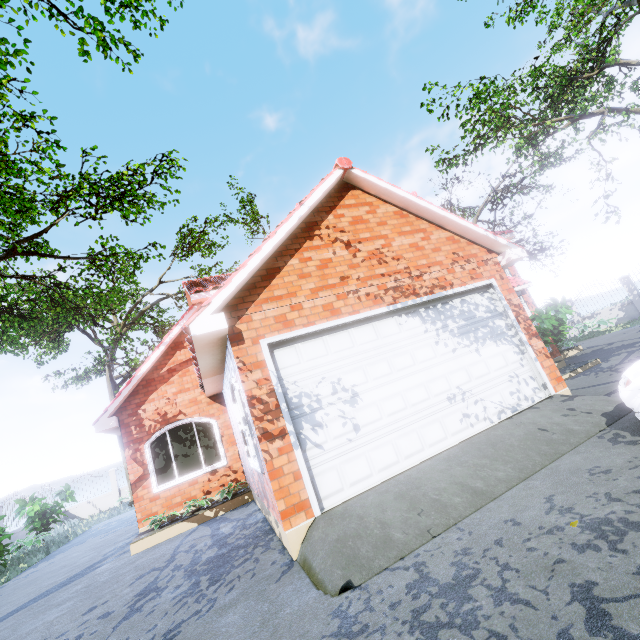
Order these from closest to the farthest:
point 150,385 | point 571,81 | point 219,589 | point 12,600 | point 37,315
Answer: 1. point 219,589
2. point 12,600
3. point 150,385
4. point 37,315
5. point 571,81

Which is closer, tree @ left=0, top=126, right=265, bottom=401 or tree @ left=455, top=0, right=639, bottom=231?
tree @ left=0, top=126, right=265, bottom=401

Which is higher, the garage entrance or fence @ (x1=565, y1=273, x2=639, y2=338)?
fence @ (x1=565, y1=273, x2=639, y2=338)

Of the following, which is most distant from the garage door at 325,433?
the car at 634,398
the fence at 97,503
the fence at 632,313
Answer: the fence at 97,503

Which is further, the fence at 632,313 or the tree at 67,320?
the fence at 632,313

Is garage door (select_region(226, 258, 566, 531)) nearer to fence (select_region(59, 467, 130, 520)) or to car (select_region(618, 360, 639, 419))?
car (select_region(618, 360, 639, 419))

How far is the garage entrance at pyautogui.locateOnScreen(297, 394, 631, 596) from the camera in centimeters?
338cm

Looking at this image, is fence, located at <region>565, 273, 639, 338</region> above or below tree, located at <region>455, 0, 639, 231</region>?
below
